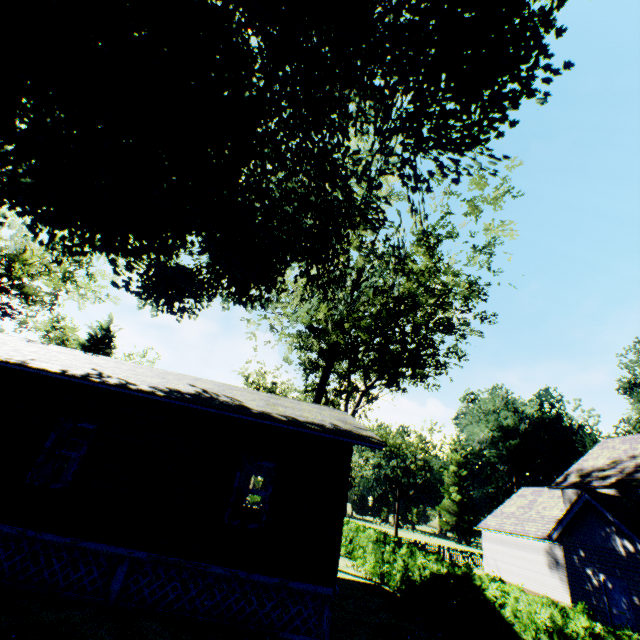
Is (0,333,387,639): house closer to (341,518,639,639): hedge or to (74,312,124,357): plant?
(74,312,124,357): plant

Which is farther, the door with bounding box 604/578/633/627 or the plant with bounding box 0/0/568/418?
the door with bounding box 604/578/633/627

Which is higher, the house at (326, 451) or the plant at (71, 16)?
the plant at (71, 16)

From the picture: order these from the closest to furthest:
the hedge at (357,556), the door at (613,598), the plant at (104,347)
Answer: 1. the hedge at (357,556)
2. the door at (613,598)
3. the plant at (104,347)

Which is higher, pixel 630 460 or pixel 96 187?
pixel 96 187

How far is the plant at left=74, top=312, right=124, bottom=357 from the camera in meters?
Result: 33.0 m

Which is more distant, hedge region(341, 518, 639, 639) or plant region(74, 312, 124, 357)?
plant region(74, 312, 124, 357)

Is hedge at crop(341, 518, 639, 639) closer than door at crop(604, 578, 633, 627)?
Yes
